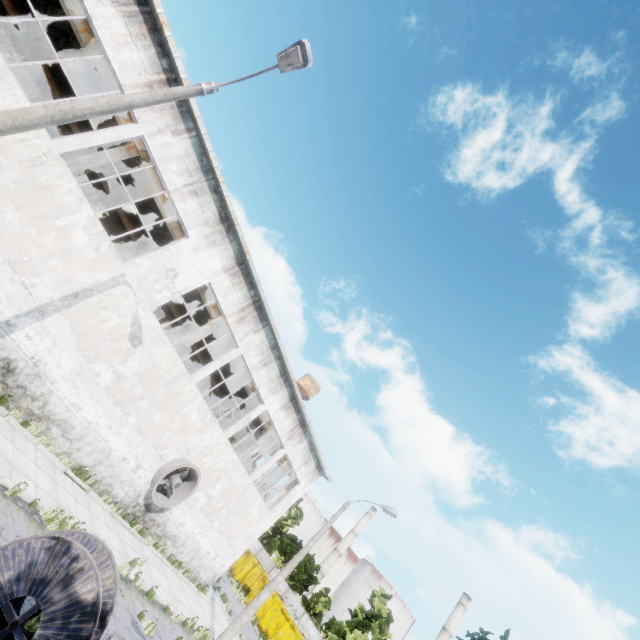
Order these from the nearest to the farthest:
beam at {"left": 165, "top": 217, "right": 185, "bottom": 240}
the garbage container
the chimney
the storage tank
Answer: beam at {"left": 165, "top": 217, "right": 185, "bottom": 240}
the garbage container
the chimney
the storage tank

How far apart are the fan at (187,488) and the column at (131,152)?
12.4m

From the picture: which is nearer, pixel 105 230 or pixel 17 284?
pixel 17 284

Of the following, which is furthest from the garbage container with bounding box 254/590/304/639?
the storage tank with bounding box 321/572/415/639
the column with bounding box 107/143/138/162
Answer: the column with bounding box 107/143/138/162

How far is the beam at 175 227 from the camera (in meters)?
15.06

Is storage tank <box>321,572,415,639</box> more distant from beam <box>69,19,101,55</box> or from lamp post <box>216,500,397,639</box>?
lamp post <box>216,500,397,639</box>

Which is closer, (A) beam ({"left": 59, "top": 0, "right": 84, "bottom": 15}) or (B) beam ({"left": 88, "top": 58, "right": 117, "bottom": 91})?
(A) beam ({"left": 59, "top": 0, "right": 84, "bottom": 15})

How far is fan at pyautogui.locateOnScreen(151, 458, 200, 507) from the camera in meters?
14.7
